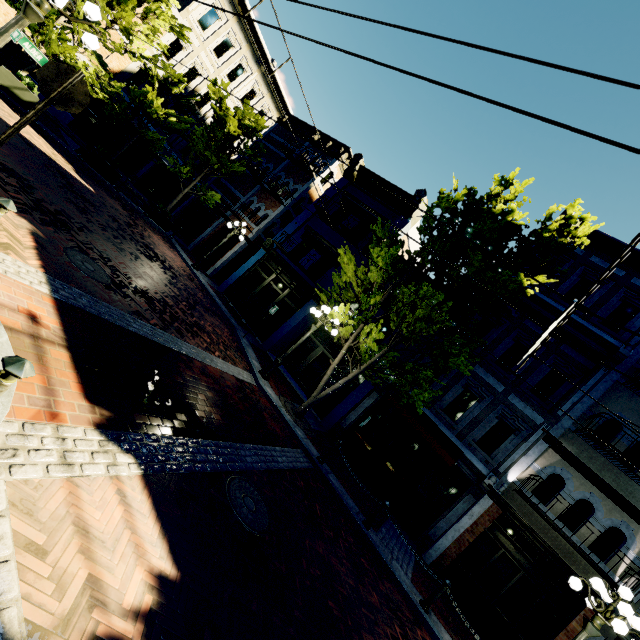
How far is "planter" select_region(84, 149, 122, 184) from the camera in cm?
1412

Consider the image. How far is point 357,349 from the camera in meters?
12.4

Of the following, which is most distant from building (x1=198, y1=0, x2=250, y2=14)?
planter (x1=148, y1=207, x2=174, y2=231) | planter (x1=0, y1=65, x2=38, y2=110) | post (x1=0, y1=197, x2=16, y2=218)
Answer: post (x1=0, y1=197, x2=16, y2=218)

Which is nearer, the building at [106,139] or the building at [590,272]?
the building at [590,272]

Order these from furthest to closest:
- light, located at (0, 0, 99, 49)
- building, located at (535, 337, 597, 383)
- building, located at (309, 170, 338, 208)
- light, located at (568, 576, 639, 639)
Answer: building, located at (309, 170, 338, 208) → building, located at (535, 337, 597, 383) → light, located at (568, 576, 639, 639) → light, located at (0, 0, 99, 49)

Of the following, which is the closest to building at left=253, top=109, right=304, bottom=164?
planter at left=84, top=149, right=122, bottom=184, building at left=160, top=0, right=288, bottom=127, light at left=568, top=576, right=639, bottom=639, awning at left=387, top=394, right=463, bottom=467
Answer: awning at left=387, top=394, right=463, bottom=467

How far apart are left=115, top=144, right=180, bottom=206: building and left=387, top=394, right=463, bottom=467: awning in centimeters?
2343cm

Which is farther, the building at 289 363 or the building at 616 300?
the building at 289 363
